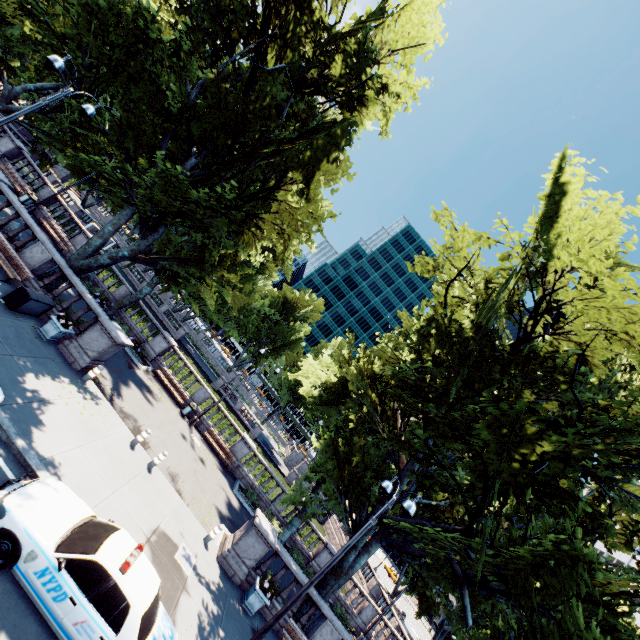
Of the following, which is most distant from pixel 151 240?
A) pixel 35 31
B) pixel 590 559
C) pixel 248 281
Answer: pixel 248 281

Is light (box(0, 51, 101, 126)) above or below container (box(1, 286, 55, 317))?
above

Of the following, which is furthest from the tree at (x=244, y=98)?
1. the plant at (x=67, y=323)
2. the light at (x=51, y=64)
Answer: the plant at (x=67, y=323)

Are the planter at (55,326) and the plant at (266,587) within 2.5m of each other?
no

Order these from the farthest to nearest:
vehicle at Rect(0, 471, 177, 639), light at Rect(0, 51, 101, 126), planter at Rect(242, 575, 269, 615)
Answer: planter at Rect(242, 575, 269, 615), light at Rect(0, 51, 101, 126), vehicle at Rect(0, 471, 177, 639)

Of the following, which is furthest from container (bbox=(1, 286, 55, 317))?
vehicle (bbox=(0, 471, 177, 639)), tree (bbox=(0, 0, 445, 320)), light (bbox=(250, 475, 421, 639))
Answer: light (bbox=(250, 475, 421, 639))

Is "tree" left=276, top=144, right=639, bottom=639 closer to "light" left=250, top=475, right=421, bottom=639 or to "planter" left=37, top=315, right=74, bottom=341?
"light" left=250, top=475, right=421, bottom=639

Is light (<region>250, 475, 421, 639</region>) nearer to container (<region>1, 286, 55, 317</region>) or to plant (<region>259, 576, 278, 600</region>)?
plant (<region>259, 576, 278, 600</region>)
